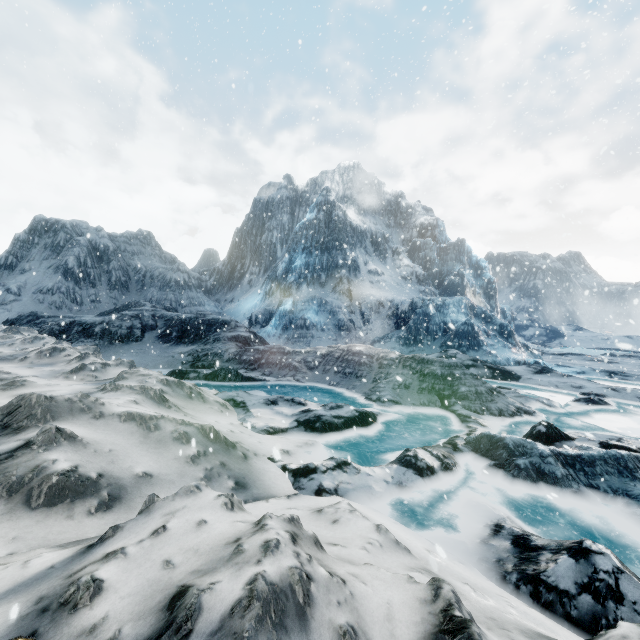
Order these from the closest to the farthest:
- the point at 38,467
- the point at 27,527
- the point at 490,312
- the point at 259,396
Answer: the point at 27,527
the point at 38,467
the point at 259,396
the point at 490,312
